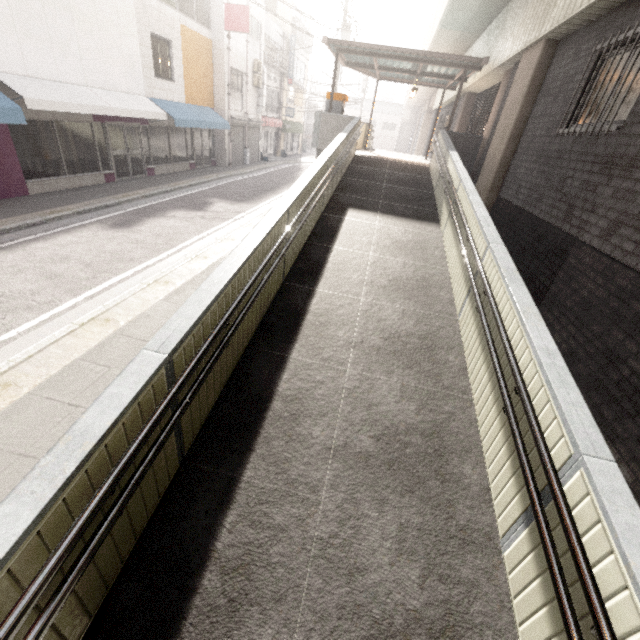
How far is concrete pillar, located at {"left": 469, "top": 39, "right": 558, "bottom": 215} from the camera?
7.2m

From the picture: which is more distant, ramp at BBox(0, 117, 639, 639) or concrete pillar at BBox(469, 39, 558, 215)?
concrete pillar at BBox(469, 39, 558, 215)

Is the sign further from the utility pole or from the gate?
the gate

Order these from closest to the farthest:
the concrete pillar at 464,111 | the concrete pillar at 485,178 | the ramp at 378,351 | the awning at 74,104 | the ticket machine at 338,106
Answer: the ramp at 378,351 < the concrete pillar at 485,178 < the awning at 74,104 < the ticket machine at 338,106 < the concrete pillar at 464,111

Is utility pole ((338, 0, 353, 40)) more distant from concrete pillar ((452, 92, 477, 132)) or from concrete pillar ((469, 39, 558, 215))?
concrete pillar ((469, 39, 558, 215))

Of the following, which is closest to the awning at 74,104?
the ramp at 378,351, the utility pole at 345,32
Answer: the utility pole at 345,32

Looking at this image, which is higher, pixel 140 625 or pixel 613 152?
pixel 613 152

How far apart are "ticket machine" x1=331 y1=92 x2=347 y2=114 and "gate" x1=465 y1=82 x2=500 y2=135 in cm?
543
